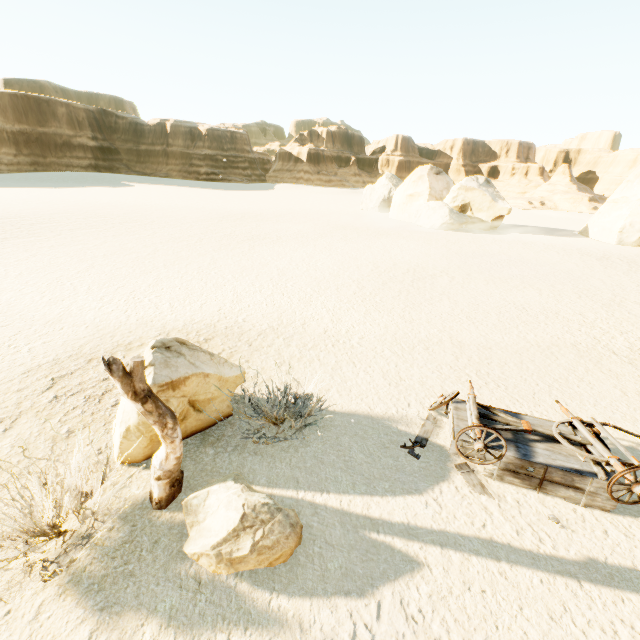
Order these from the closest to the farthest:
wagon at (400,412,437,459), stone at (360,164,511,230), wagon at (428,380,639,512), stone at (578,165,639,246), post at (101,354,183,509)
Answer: post at (101,354,183,509) → wagon at (428,380,639,512) → wagon at (400,412,437,459) → stone at (578,165,639,246) → stone at (360,164,511,230)

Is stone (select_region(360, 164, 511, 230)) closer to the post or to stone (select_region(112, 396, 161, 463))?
stone (select_region(112, 396, 161, 463))

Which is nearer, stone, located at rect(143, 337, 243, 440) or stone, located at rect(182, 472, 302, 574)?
stone, located at rect(182, 472, 302, 574)

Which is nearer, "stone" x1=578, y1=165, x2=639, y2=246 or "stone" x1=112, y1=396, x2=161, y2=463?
"stone" x1=112, y1=396, x2=161, y2=463

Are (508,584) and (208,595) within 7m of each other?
yes

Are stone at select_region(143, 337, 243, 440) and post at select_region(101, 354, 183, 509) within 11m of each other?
yes

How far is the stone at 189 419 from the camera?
4.9m
